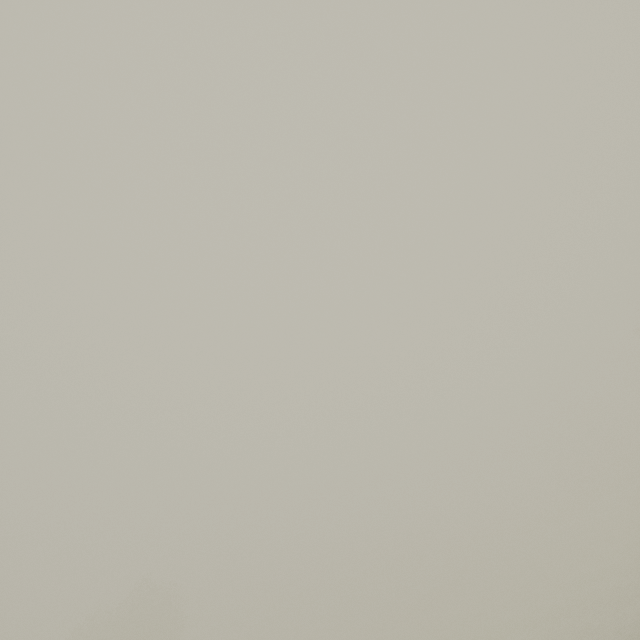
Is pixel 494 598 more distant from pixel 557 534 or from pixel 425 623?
pixel 557 534
